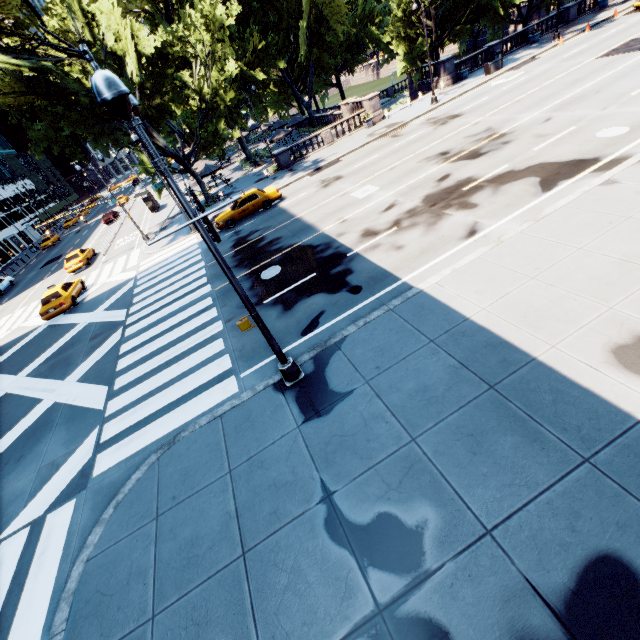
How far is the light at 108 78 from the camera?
4.2 meters

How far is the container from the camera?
29.9m

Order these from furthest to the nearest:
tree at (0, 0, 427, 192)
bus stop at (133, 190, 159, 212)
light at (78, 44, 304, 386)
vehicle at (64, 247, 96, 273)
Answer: bus stop at (133, 190, 159, 212)
vehicle at (64, 247, 96, 273)
tree at (0, 0, 427, 192)
light at (78, 44, 304, 386)

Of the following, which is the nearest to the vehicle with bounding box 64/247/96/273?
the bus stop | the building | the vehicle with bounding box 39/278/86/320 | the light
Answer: the vehicle with bounding box 39/278/86/320

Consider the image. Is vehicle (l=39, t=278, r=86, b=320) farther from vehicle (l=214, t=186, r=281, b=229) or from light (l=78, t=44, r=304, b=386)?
light (l=78, t=44, r=304, b=386)

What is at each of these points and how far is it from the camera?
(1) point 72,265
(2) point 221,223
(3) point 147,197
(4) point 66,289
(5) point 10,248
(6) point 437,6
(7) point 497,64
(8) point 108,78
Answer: (1) vehicle, 29.58m
(2) vehicle, 22.59m
(3) bus stop, 38.06m
(4) vehicle, 22.17m
(5) building, 58.66m
(6) tree, 32.84m
(7) container, 30.09m
(8) light, 4.18m

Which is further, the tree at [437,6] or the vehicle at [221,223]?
the tree at [437,6]

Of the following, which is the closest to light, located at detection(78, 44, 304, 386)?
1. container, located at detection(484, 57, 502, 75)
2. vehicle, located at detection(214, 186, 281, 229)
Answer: vehicle, located at detection(214, 186, 281, 229)
